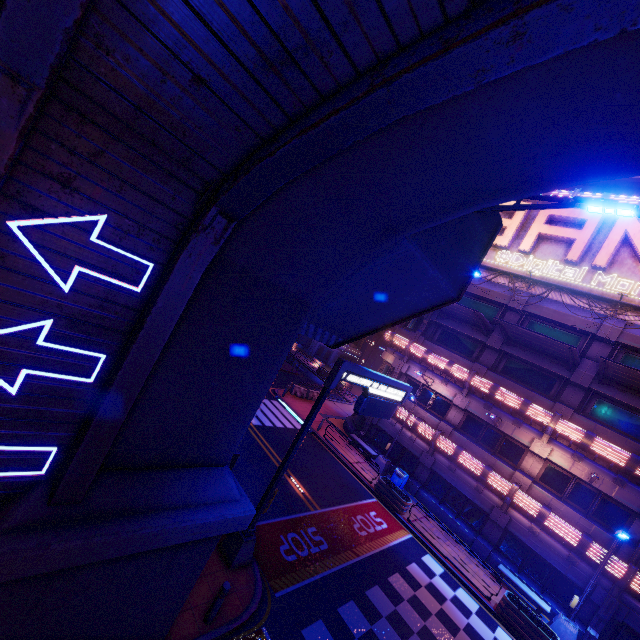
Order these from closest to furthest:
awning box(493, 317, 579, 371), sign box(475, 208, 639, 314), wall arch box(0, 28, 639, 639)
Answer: wall arch box(0, 28, 639, 639) < awning box(493, 317, 579, 371) < sign box(475, 208, 639, 314)

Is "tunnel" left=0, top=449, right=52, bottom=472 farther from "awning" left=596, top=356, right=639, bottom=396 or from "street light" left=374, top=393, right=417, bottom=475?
"street light" left=374, top=393, right=417, bottom=475

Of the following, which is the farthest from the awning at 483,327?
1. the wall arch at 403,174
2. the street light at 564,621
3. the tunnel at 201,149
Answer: the tunnel at 201,149

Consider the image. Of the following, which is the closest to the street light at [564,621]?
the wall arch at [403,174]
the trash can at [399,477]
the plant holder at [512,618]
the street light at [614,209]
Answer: the plant holder at [512,618]

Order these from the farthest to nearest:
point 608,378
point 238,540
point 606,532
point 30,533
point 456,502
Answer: point 456,502 → point 608,378 → point 606,532 → point 238,540 → point 30,533

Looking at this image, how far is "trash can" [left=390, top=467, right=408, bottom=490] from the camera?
21.6 meters

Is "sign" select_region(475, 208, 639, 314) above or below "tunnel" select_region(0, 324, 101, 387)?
above

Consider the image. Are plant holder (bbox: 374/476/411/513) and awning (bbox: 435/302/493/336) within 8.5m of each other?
no
